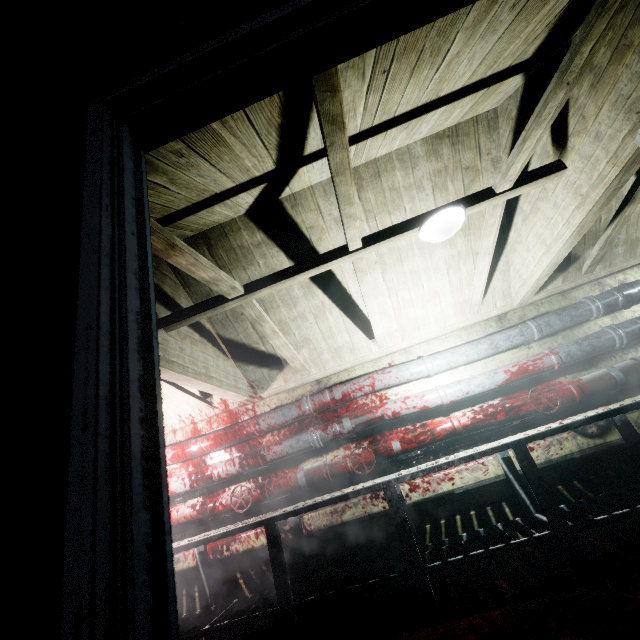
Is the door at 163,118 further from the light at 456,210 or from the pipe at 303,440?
the pipe at 303,440

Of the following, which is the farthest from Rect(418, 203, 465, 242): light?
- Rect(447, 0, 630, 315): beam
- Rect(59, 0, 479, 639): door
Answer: Rect(59, 0, 479, 639): door

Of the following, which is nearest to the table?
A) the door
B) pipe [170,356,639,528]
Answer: pipe [170,356,639,528]

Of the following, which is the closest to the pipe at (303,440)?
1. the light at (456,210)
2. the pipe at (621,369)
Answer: the pipe at (621,369)

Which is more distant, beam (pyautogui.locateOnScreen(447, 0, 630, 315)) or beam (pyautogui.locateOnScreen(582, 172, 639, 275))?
beam (pyautogui.locateOnScreen(582, 172, 639, 275))

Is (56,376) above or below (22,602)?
above

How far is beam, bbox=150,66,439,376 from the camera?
1.2m

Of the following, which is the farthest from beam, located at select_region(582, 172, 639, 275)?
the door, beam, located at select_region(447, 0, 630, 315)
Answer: the door
